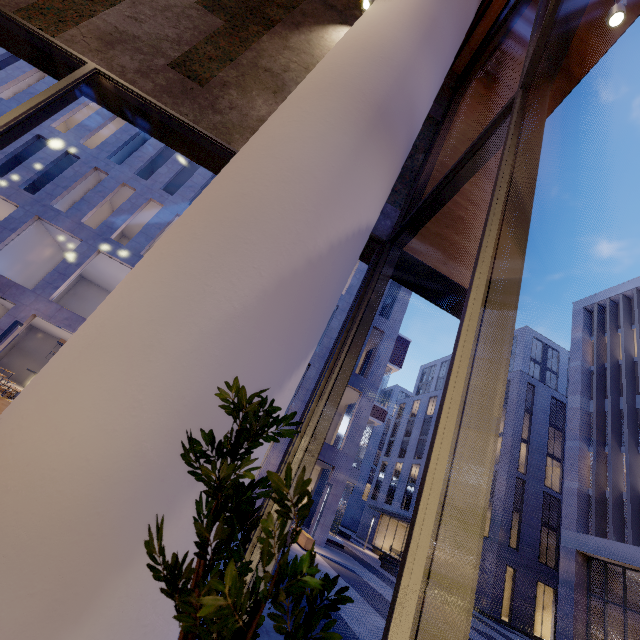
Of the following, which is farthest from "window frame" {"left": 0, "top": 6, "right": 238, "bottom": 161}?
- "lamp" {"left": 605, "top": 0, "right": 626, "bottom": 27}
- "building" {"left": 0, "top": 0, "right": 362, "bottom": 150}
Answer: "lamp" {"left": 605, "top": 0, "right": 626, "bottom": 27}

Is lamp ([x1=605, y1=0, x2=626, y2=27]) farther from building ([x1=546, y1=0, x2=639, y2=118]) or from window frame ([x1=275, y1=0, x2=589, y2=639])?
building ([x1=546, y1=0, x2=639, y2=118])

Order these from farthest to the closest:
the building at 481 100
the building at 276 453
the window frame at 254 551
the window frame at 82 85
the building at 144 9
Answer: the building at 276 453, the building at 481 100, the building at 144 9, the window frame at 82 85, the window frame at 254 551

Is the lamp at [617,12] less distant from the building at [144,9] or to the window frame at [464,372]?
the window frame at [464,372]

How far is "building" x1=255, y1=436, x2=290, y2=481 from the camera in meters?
18.2 m

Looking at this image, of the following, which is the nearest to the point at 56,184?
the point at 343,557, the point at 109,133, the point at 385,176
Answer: the point at 109,133

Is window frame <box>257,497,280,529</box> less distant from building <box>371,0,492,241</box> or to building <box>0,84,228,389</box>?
building <box>371,0,492,241</box>

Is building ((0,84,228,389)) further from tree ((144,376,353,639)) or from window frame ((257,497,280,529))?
tree ((144,376,353,639))
